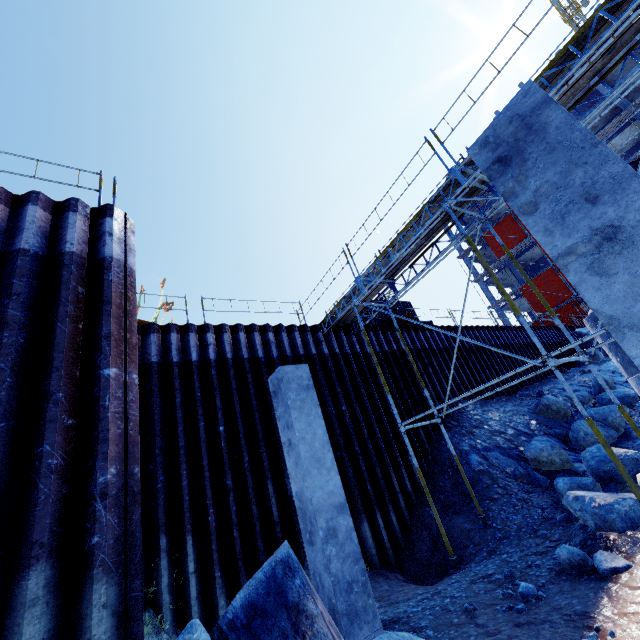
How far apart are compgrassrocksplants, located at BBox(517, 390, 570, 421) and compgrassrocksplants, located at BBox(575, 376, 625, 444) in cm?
53

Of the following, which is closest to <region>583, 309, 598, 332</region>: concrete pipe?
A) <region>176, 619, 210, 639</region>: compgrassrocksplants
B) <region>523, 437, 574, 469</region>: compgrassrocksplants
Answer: <region>523, 437, 574, 469</region>: compgrassrocksplants

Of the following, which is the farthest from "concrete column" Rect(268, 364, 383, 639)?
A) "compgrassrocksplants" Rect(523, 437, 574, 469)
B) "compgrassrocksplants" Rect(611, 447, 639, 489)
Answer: "compgrassrocksplants" Rect(523, 437, 574, 469)

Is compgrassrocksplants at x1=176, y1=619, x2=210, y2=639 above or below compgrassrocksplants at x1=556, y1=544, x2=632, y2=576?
above

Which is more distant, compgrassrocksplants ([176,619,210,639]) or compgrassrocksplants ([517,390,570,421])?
compgrassrocksplants ([517,390,570,421])

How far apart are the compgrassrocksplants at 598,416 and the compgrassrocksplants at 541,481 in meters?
2.5

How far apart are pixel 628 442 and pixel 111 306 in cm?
1429

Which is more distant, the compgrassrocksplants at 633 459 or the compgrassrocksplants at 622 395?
the compgrassrocksplants at 622 395
